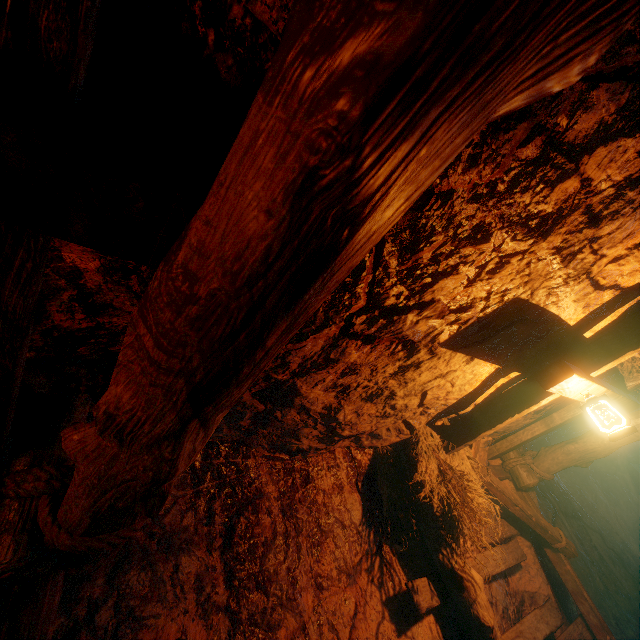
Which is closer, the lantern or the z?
the z

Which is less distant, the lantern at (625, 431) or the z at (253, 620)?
the z at (253, 620)

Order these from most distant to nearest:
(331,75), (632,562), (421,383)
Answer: (632,562)
(421,383)
(331,75)
